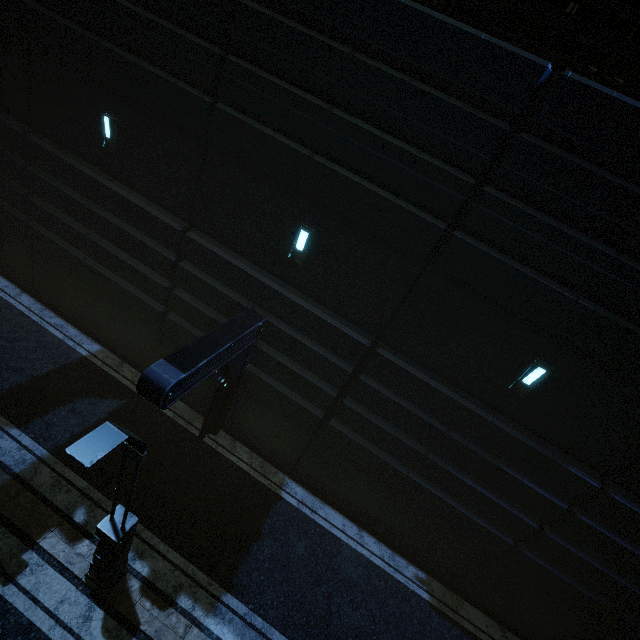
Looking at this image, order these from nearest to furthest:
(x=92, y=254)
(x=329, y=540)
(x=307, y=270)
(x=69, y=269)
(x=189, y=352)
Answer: (x=189, y=352) → (x=307, y=270) → (x=329, y=540) → (x=92, y=254) → (x=69, y=269)

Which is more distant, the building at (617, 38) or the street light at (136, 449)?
the building at (617, 38)

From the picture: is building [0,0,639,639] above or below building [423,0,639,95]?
below

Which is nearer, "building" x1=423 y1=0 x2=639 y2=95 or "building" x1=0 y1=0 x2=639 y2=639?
"building" x1=423 y1=0 x2=639 y2=95

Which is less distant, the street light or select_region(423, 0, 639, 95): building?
the street light

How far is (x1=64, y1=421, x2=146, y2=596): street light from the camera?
3.7 meters
